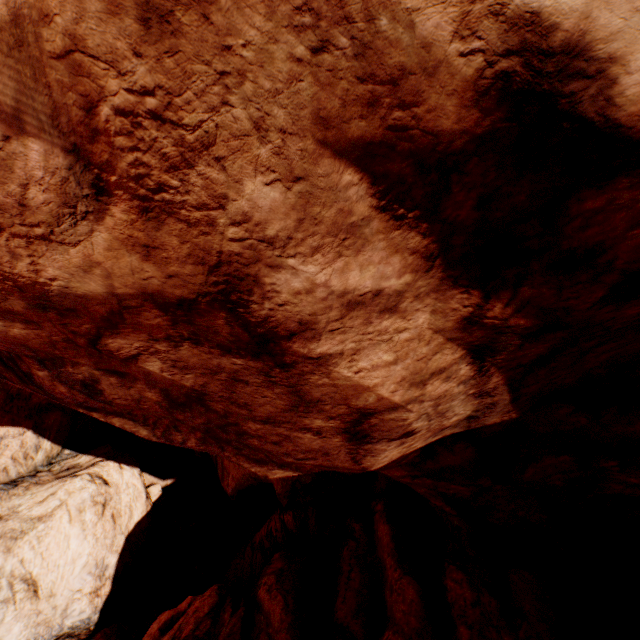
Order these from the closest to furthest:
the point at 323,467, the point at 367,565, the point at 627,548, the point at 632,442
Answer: the point at 632,442
the point at 323,467
the point at 367,565
the point at 627,548
